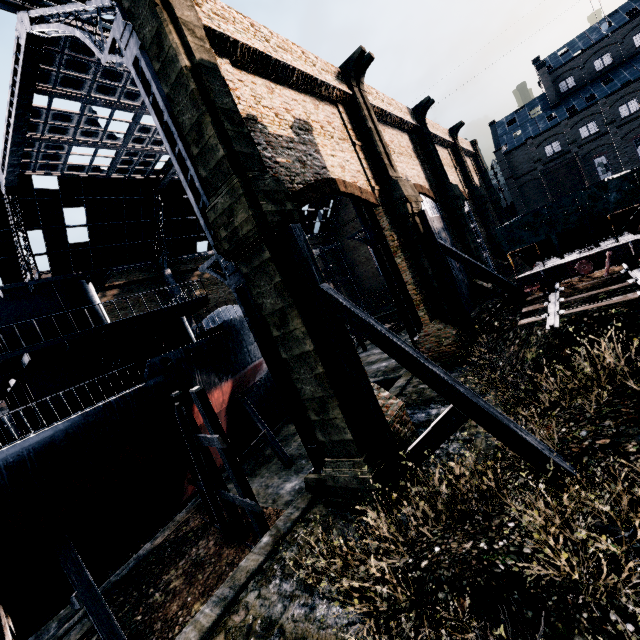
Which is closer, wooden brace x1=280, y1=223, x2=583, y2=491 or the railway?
wooden brace x1=280, y1=223, x2=583, y2=491

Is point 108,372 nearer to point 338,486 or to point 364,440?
point 338,486

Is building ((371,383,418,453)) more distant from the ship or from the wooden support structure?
the wooden support structure

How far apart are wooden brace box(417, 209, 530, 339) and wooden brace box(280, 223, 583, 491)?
11.69m

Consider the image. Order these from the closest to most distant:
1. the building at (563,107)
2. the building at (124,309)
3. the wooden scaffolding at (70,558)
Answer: the wooden scaffolding at (70,558) < the building at (124,309) < the building at (563,107)

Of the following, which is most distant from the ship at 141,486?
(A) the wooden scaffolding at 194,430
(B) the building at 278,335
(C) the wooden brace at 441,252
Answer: (C) the wooden brace at 441,252

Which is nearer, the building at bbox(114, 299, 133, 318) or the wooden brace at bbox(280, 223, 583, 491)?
the wooden brace at bbox(280, 223, 583, 491)

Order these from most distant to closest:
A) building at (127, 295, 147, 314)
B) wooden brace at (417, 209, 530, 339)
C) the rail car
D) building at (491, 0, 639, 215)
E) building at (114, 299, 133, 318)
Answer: building at (491, 0, 639, 215) < building at (127, 295, 147, 314) < building at (114, 299, 133, 318) < wooden brace at (417, 209, 530, 339) < the rail car
